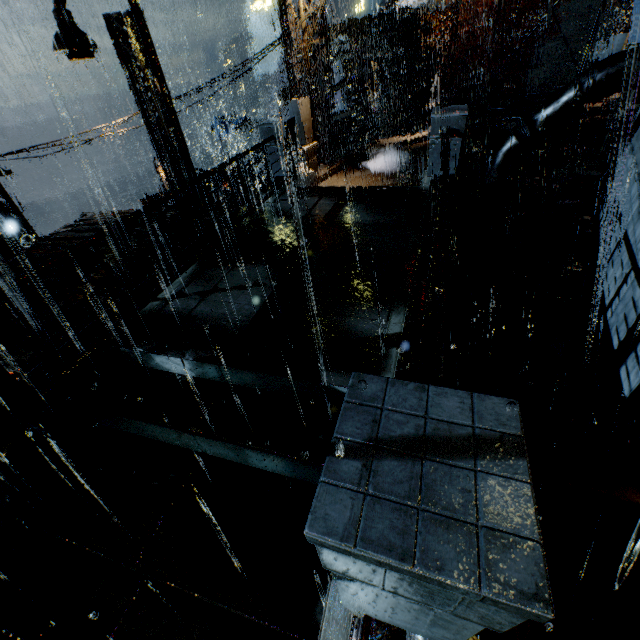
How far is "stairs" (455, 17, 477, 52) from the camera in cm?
3681

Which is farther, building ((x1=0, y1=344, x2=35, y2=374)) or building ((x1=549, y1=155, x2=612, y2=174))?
building ((x1=549, y1=155, x2=612, y2=174))

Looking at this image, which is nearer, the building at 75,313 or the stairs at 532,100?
the building at 75,313

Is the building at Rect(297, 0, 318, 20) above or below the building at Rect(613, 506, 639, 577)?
above

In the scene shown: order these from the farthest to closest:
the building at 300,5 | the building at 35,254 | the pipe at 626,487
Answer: the building at 300,5 < the building at 35,254 < the pipe at 626,487

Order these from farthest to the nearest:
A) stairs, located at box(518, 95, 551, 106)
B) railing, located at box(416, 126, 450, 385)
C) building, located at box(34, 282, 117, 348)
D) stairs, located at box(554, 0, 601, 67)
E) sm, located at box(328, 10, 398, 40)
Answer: stairs, located at box(554, 0, 601, 67), stairs, located at box(518, 95, 551, 106), sm, located at box(328, 10, 398, 40), building, located at box(34, 282, 117, 348), railing, located at box(416, 126, 450, 385)

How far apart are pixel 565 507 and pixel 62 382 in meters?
6.6 m

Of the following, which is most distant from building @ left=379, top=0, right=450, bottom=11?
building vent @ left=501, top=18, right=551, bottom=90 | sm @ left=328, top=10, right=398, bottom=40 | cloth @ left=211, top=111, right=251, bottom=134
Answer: cloth @ left=211, top=111, right=251, bottom=134
